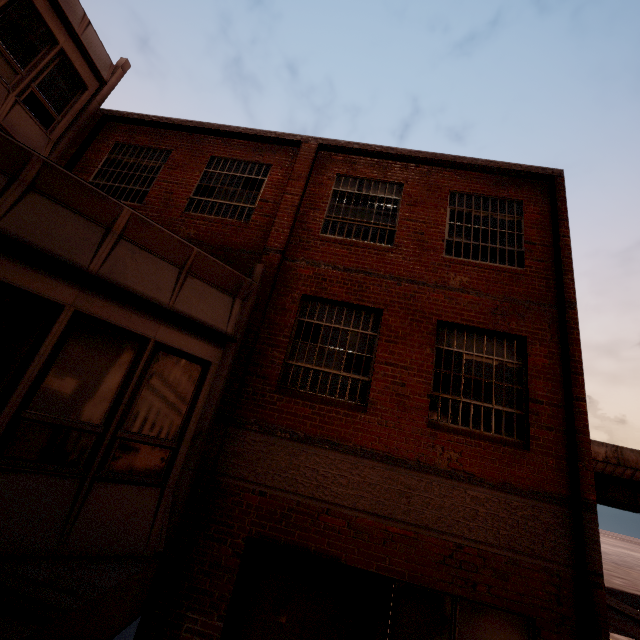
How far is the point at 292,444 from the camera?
6.30m
